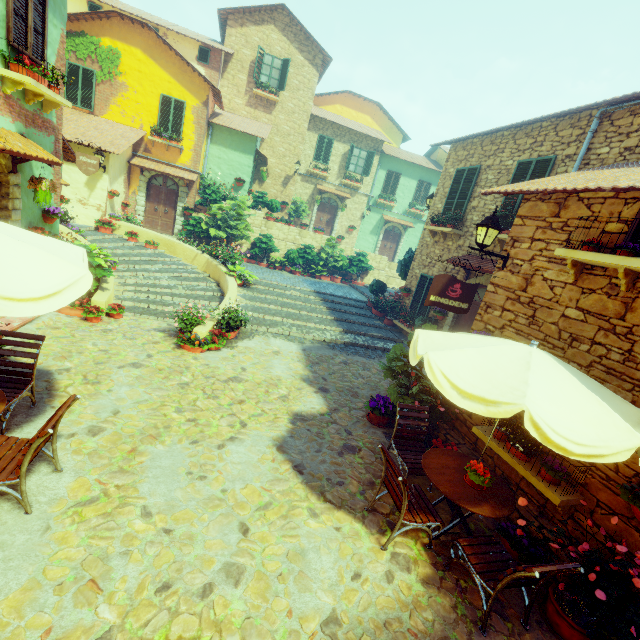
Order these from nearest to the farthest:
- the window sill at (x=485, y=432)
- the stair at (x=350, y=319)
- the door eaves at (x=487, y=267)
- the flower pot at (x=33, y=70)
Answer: the window sill at (x=485, y=432) → the flower pot at (x=33, y=70) → the door eaves at (x=487, y=267) → the stair at (x=350, y=319)

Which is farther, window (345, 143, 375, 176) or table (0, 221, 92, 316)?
window (345, 143, 375, 176)

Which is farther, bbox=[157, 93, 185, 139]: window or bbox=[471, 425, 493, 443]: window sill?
bbox=[157, 93, 185, 139]: window

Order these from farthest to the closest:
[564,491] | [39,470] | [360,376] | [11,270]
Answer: [360,376], [564,491], [39,470], [11,270]

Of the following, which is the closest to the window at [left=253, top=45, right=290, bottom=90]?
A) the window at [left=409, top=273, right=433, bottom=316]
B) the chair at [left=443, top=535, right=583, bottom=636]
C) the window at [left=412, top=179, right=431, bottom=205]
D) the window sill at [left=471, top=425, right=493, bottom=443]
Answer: the chair at [left=443, top=535, right=583, bottom=636]

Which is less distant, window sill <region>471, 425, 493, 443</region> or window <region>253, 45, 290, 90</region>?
window sill <region>471, 425, 493, 443</region>

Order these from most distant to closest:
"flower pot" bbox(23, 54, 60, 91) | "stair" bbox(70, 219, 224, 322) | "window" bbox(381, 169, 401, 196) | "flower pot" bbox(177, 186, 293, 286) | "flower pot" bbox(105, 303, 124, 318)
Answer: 1. "window" bbox(381, 169, 401, 196)
2. "flower pot" bbox(177, 186, 293, 286)
3. "stair" bbox(70, 219, 224, 322)
4. "flower pot" bbox(105, 303, 124, 318)
5. "flower pot" bbox(23, 54, 60, 91)

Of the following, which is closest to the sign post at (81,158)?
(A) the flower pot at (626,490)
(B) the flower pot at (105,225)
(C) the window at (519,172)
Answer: (B) the flower pot at (105,225)
